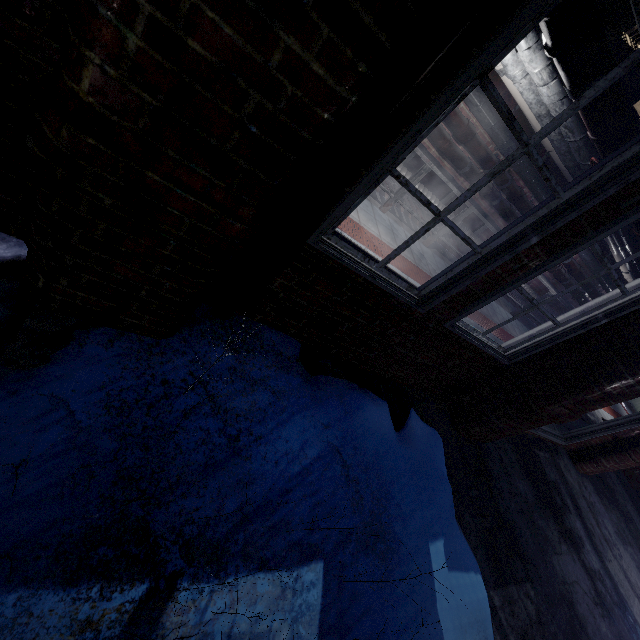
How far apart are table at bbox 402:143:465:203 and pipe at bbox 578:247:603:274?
0.1 meters

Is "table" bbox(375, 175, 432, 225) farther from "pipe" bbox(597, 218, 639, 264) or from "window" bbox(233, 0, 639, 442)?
"window" bbox(233, 0, 639, 442)

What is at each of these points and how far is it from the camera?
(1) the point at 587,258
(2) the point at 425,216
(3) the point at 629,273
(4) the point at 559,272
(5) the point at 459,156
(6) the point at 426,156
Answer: (1) pipe, 6.0 meters
(2) table, 4.9 meters
(3) pipe, 5.2 meters
(4) pipe, 6.3 meters
(5) pipe, 4.4 meters
(6) table, 4.0 meters

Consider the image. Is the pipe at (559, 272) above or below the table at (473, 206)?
above

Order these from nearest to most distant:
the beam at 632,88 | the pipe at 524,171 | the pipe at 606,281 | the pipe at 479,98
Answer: the beam at 632,88 < the pipe at 479,98 < the pipe at 524,171 < the pipe at 606,281

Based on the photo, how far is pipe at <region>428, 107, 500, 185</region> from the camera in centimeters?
401cm

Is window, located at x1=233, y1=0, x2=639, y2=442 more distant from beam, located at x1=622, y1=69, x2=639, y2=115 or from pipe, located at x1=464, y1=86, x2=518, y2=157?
pipe, located at x1=464, y1=86, x2=518, y2=157

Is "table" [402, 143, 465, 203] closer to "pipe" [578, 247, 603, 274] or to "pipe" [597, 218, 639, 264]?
"pipe" [578, 247, 603, 274]
